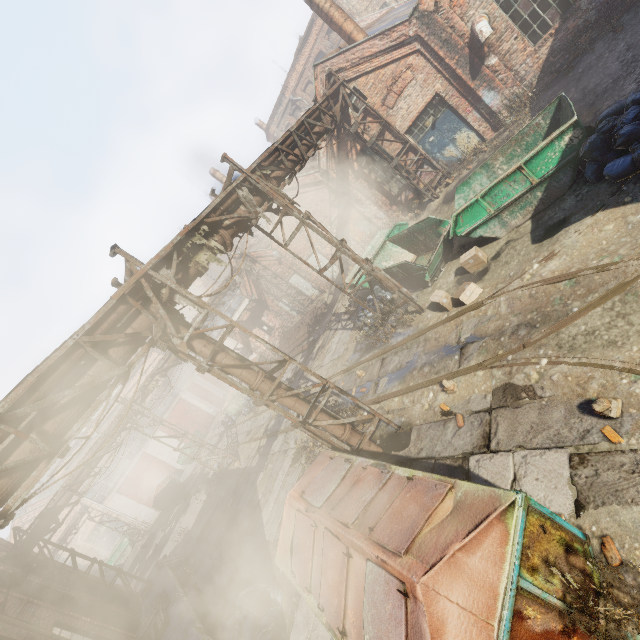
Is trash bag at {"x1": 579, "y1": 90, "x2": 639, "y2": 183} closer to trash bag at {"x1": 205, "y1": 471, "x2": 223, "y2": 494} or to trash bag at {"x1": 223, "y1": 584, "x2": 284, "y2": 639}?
trash bag at {"x1": 223, "y1": 584, "x2": 284, "y2": 639}

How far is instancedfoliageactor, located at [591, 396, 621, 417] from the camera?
4.03m

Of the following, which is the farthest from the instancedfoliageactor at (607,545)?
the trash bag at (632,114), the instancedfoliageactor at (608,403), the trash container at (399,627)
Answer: the trash bag at (632,114)

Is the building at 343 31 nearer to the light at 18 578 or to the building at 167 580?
the building at 167 580

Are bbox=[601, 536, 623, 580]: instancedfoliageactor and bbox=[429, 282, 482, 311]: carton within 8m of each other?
yes

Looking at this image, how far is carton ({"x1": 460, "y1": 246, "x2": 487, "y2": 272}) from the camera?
8.48m

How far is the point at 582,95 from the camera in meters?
9.4 m

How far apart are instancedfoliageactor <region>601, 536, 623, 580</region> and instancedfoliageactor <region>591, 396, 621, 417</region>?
1.4 meters
